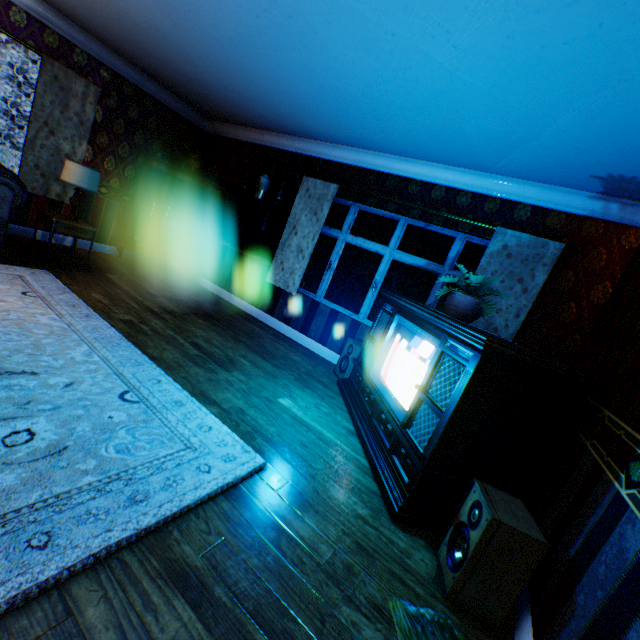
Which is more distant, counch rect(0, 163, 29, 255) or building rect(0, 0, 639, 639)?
counch rect(0, 163, 29, 255)

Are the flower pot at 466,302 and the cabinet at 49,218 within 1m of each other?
no

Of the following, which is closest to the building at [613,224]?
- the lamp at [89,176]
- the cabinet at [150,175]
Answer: the cabinet at [150,175]

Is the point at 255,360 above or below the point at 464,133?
below

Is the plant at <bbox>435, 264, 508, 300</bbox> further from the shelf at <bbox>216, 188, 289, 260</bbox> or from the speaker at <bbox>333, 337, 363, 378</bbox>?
the shelf at <bbox>216, 188, 289, 260</bbox>

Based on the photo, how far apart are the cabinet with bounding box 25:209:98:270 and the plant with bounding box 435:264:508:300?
4.88m

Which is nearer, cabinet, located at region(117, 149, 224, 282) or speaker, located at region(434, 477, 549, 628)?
speaker, located at region(434, 477, 549, 628)

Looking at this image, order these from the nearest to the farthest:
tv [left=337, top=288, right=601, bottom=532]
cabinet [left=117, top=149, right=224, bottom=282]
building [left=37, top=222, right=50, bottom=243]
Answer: tv [left=337, top=288, right=601, bottom=532]
building [left=37, top=222, right=50, bottom=243]
cabinet [left=117, top=149, right=224, bottom=282]
